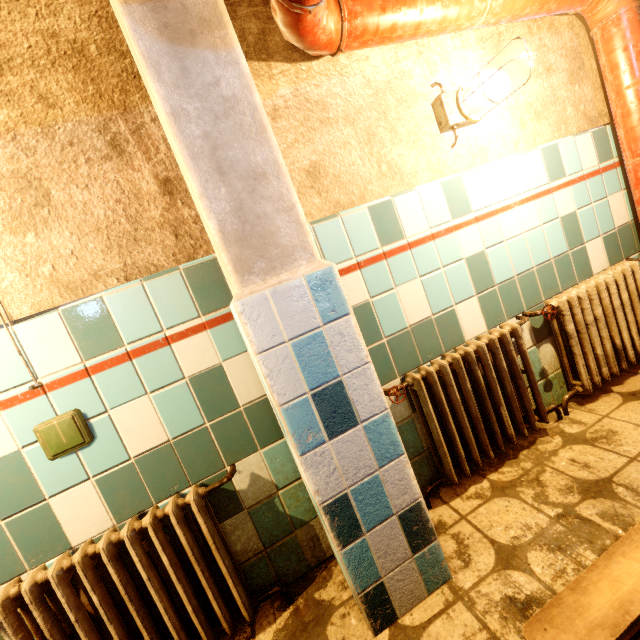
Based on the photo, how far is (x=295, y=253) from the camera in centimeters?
106cm

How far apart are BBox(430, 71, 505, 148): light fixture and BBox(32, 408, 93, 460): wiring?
2.1m

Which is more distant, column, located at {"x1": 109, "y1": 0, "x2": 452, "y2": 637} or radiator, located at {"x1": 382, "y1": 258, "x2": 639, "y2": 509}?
radiator, located at {"x1": 382, "y1": 258, "x2": 639, "y2": 509}

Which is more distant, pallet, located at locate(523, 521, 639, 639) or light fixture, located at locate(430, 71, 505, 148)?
light fixture, located at locate(430, 71, 505, 148)

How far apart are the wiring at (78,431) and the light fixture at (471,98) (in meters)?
2.14

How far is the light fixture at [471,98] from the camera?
1.50m

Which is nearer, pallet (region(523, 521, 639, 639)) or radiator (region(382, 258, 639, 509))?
pallet (region(523, 521, 639, 639))

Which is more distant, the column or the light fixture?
the light fixture
